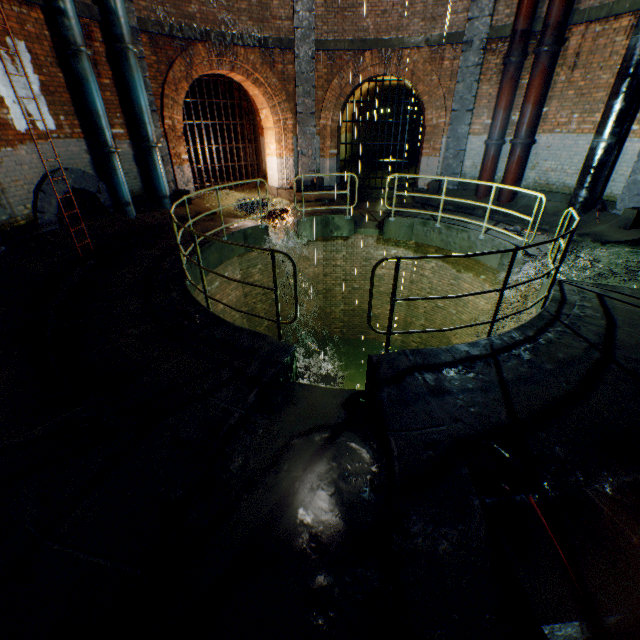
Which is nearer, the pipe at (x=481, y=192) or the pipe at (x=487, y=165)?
the pipe at (x=487, y=165)

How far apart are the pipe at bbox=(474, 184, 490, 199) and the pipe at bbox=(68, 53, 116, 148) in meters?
10.9 m

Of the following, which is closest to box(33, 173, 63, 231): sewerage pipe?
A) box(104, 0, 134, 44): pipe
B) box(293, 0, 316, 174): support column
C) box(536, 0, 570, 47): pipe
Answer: box(104, 0, 134, 44): pipe

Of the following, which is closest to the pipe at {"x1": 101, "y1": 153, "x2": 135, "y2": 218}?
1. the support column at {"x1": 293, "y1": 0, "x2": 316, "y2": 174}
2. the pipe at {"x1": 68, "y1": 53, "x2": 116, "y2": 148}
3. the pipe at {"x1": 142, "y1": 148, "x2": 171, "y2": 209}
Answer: the pipe at {"x1": 68, "y1": 53, "x2": 116, "y2": 148}

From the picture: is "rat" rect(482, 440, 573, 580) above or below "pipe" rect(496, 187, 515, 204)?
below

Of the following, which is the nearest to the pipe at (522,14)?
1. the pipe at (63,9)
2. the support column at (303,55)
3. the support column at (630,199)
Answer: the support column at (630,199)

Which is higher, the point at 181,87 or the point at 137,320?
the point at 181,87

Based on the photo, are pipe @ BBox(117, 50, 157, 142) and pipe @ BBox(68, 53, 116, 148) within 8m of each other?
yes
